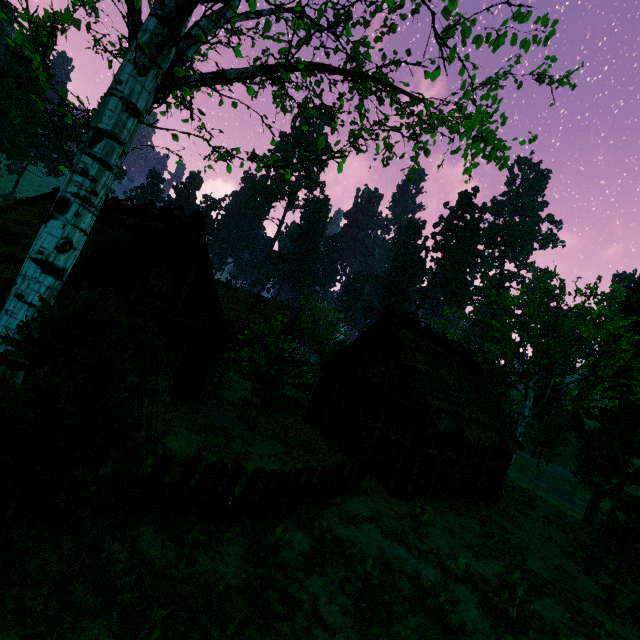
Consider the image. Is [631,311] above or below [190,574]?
above

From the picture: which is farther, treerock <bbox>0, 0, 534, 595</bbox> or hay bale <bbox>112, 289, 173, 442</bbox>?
hay bale <bbox>112, 289, 173, 442</bbox>

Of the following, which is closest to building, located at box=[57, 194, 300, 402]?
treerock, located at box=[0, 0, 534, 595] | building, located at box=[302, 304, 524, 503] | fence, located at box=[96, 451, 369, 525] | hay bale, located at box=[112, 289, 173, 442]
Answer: treerock, located at box=[0, 0, 534, 595]

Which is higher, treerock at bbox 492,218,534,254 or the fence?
treerock at bbox 492,218,534,254

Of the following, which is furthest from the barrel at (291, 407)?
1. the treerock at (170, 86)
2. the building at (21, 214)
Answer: the building at (21, 214)

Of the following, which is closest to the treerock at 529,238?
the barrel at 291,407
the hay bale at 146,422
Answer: the barrel at 291,407

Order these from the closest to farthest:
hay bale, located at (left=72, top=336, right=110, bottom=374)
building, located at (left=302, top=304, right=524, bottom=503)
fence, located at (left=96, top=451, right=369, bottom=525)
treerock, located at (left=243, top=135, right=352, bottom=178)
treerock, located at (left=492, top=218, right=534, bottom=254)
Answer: treerock, located at (left=243, top=135, right=352, bottom=178) → fence, located at (left=96, top=451, right=369, bottom=525) → hay bale, located at (left=72, top=336, right=110, bottom=374) → building, located at (left=302, top=304, right=524, bottom=503) → treerock, located at (left=492, top=218, right=534, bottom=254)
